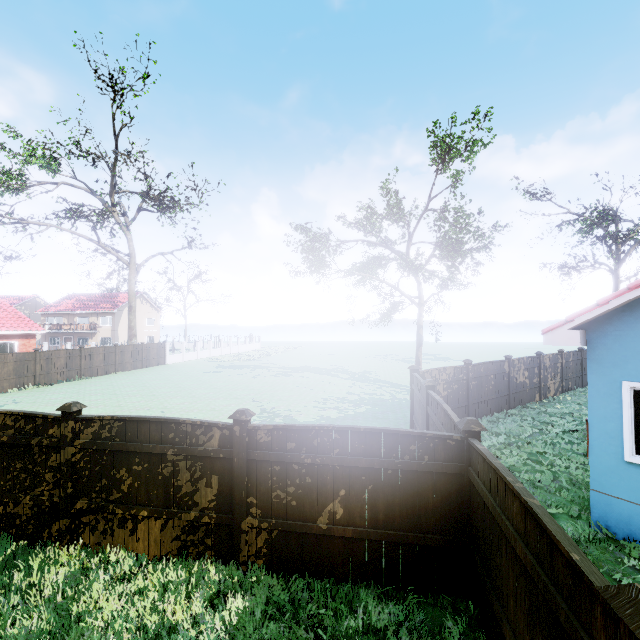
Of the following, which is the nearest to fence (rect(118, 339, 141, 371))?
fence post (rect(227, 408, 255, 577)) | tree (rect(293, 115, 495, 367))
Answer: fence post (rect(227, 408, 255, 577))

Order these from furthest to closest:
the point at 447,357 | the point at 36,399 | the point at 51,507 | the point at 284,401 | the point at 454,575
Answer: the point at 447,357
the point at 36,399
the point at 284,401
the point at 51,507
the point at 454,575

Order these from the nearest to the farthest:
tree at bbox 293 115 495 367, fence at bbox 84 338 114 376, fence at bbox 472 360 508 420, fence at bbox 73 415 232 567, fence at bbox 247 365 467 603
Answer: fence at bbox 247 365 467 603, fence at bbox 73 415 232 567, fence at bbox 472 360 508 420, tree at bbox 293 115 495 367, fence at bbox 84 338 114 376

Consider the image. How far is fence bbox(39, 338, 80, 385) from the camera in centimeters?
2166cm

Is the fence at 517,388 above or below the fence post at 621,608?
below

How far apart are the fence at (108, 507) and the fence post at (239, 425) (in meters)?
0.01

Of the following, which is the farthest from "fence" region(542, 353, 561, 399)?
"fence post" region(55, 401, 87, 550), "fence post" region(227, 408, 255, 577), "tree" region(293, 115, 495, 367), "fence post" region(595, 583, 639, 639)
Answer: "fence post" region(55, 401, 87, 550)
